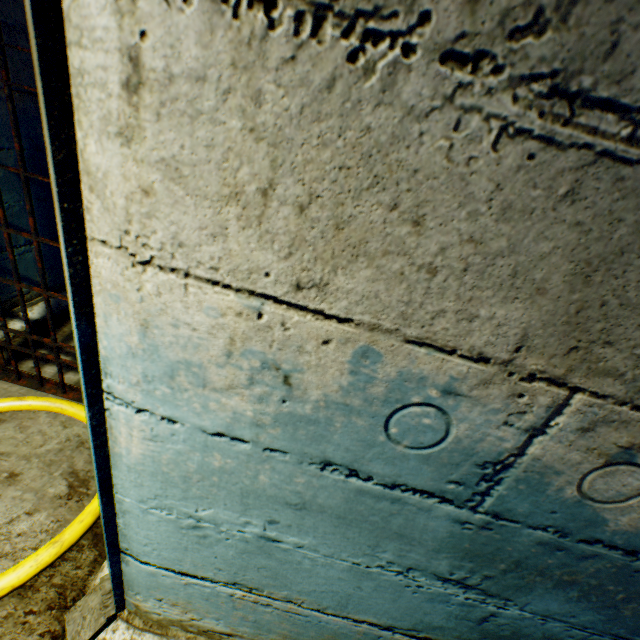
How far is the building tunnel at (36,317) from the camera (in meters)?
2.48

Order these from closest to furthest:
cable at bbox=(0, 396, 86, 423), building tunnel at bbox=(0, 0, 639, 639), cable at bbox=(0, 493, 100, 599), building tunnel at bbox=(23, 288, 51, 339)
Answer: building tunnel at bbox=(0, 0, 639, 639), cable at bbox=(0, 493, 100, 599), cable at bbox=(0, 396, 86, 423), building tunnel at bbox=(23, 288, 51, 339)

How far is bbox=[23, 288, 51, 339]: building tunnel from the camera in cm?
248

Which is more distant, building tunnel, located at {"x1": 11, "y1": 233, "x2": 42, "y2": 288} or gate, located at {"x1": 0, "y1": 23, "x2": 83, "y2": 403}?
building tunnel, located at {"x1": 11, "y1": 233, "x2": 42, "y2": 288}

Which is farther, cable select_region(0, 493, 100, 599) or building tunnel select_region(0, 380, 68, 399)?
building tunnel select_region(0, 380, 68, 399)

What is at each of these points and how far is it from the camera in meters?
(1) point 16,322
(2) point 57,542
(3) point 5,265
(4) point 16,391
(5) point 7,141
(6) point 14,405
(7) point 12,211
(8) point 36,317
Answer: (1) building tunnel, 2.4 m
(2) cable, 1.4 m
(3) building tunnel, 2.2 m
(4) building tunnel, 2.0 m
(5) building tunnel, 2.0 m
(6) cable, 1.9 m
(7) building tunnel, 2.2 m
(8) building tunnel, 2.5 m

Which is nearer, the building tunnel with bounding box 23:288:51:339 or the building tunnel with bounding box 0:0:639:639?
the building tunnel with bounding box 0:0:639:639

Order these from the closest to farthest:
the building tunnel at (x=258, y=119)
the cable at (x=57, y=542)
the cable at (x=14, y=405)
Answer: the building tunnel at (x=258, y=119) → the cable at (x=57, y=542) → the cable at (x=14, y=405)
